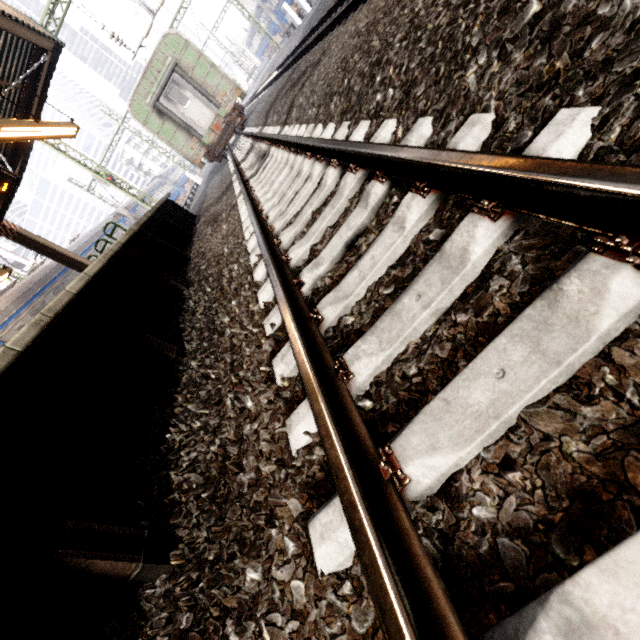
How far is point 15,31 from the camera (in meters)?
7.26

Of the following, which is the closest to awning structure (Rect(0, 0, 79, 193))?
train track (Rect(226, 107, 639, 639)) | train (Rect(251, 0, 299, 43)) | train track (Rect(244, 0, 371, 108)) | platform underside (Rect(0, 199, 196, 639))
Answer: platform underside (Rect(0, 199, 196, 639))

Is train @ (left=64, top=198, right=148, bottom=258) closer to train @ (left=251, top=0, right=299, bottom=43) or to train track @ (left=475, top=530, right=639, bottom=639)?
train track @ (left=475, top=530, right=639, bottom=639)

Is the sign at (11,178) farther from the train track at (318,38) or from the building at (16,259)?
the building at (16,259)

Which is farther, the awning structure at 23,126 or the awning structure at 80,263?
the awning structure at 80,263

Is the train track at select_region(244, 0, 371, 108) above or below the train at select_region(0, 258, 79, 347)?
below

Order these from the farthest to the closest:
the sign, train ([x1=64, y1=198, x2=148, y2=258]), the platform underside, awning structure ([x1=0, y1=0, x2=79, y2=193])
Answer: train ([x1=64, y1=198, x2=148, y2=258]) → awning structure ([x1=0, y1=0, x2=79, y2=193]) → the sign → the platform underside
